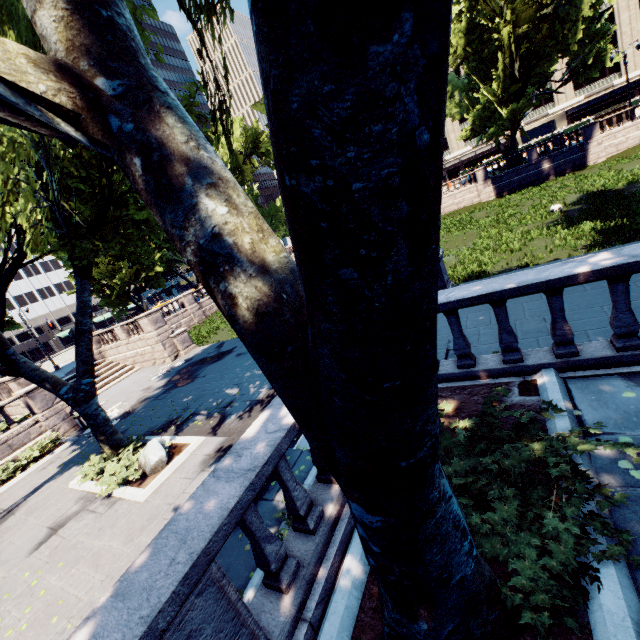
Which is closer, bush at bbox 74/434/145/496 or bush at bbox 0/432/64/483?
bush at bbox 74/434/145/496

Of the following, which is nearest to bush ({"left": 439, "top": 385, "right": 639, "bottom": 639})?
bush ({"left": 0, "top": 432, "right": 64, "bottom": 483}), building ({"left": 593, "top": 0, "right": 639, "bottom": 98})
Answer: bush ({"left": 0, "top": 432, "right": 64, "bottom": 483})

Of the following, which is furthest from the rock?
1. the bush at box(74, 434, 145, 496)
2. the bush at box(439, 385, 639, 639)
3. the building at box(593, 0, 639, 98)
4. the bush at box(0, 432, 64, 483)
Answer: the building at box(593, 0, 639, 98)

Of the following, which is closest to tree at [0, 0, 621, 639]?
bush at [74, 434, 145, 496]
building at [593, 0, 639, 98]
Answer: bush at [74, 434, 145, 496]

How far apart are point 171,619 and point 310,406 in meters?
1.7

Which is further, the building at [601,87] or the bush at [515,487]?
the building at [601,87]

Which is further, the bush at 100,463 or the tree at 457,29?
the bush at 100,463

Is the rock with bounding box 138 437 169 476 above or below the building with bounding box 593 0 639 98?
below
